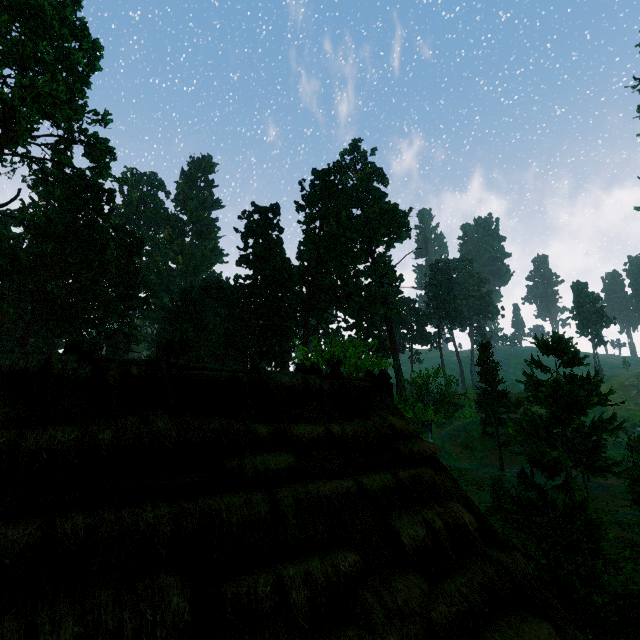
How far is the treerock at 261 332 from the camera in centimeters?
3431cm

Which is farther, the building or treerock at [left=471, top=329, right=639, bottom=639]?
treerock at [left=471, top=329, right=639, bottom=639]

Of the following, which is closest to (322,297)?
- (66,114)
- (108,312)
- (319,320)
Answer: (319,320)

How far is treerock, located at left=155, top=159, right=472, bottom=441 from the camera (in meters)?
34.31

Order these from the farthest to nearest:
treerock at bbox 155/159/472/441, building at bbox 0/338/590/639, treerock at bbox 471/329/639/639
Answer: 1. treerock at bbox 155/159/472/441
2. treerock at bbox 471/329/639/639
3. building at bbox 0/338/590/639

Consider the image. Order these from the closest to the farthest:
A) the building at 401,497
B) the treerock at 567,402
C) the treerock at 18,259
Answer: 1. the building at 401,497
2. the treerock at 567,402
3. the treerock at 18,259

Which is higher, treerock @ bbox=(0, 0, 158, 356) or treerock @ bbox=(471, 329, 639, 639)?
treerock @ bbox=(0, 0, 158, 356)
